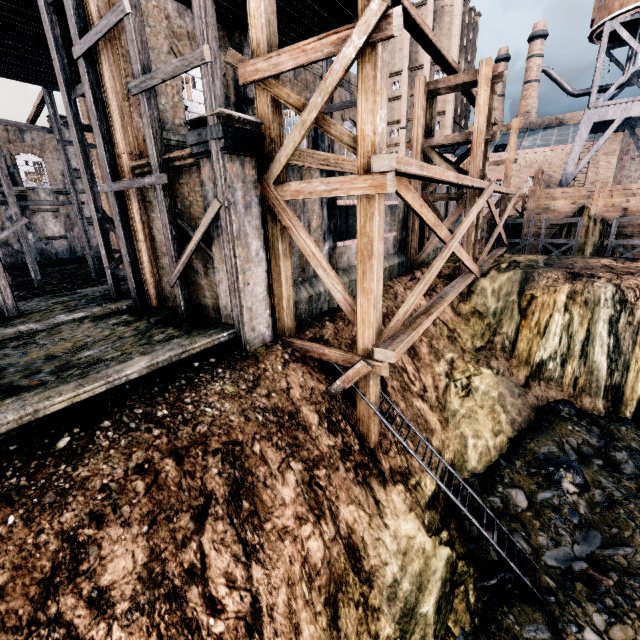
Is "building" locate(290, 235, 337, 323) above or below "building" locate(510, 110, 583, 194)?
below

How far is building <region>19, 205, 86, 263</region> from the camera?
29.5 meters

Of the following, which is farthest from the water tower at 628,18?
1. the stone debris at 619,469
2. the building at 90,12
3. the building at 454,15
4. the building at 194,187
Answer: the building at 194,187

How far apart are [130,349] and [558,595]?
13.7 meters

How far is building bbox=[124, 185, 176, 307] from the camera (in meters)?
11.44

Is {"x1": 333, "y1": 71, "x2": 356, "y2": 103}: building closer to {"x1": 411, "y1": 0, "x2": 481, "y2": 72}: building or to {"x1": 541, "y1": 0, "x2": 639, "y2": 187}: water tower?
{"x1": 541, "y1": 0, "x2": 639, "y2": 187}: water tower

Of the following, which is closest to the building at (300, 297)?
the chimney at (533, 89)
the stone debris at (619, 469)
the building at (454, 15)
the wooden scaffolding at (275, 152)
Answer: the wooden scaffolding at (275, 152)

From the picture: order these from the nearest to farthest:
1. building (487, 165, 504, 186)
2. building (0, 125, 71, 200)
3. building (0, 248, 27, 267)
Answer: building (0, 125, 71, 200), building (0, 248, 27, 267), building (487, 165, 504, 186)
